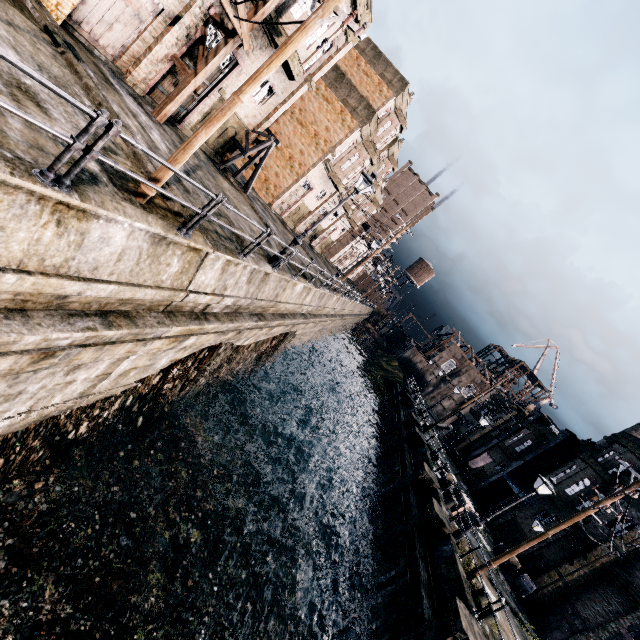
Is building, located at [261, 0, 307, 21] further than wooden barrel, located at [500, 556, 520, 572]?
No

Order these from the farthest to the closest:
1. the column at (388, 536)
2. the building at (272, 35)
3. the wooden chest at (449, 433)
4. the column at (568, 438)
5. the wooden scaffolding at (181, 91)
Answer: the wooden chest at (449, 433), the column at (568, 438), the column at (388, 536), the building at (272, 35), the wooden scaffolding at (181, 91)

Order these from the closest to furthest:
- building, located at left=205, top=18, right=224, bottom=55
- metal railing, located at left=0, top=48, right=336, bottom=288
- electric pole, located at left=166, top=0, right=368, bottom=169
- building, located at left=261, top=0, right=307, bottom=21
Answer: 1. metal railing, located at left=0, top=48, right=336, bottom=288
2. electric pole, located at left=166, top=0, right=368, bottom=169
3. building, located at left=205, top=18, right=224, bottom=55
4. building, located at left=261, top=0, right=307, bottom=21

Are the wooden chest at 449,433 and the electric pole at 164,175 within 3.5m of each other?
no

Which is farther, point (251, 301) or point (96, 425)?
point (251, 301)

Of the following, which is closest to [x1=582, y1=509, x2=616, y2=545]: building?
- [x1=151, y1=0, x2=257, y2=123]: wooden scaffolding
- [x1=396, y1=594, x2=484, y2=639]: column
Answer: [x1=396, y1=594, x2=484, y2=639]: column

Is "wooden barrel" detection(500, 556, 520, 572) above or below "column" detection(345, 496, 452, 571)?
above

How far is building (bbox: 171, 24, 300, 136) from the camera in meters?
15.5
